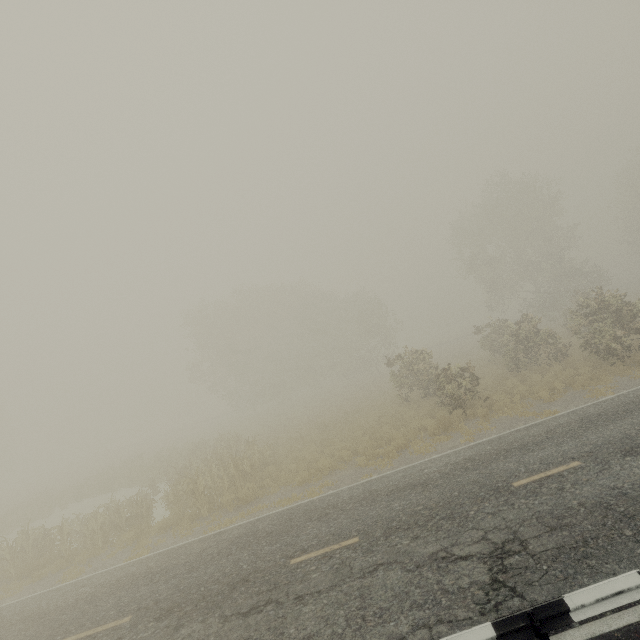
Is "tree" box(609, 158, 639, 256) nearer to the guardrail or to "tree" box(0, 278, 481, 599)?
"tree" box(0, 278, 481, 599)

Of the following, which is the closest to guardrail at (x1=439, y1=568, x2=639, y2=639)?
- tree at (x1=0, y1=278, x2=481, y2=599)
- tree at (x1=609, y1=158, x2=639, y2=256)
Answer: tree at (x1=0, y1=278, x2=481, y2=599)

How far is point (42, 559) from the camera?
13.67m

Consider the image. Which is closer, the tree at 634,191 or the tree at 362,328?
the tree at 362,328

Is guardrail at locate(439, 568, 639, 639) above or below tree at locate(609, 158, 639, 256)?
below

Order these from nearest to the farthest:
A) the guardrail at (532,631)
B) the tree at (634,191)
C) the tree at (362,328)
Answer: the guardrail at (532,631) < the tree at (362,328) < the tree at (634,191)
